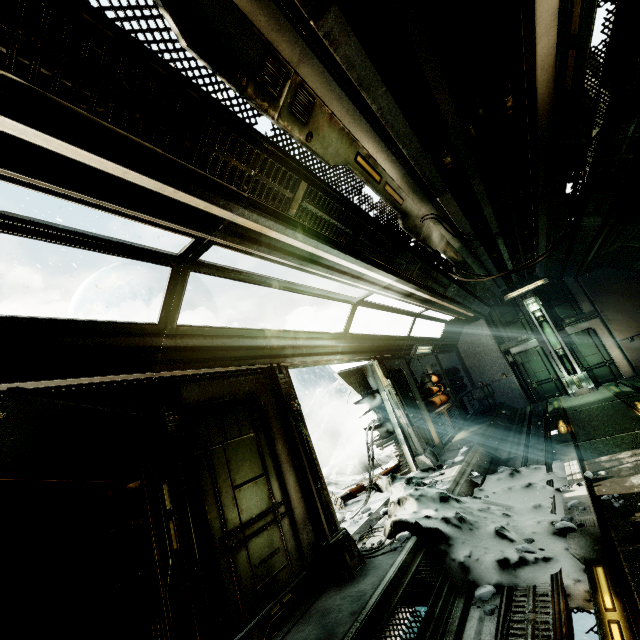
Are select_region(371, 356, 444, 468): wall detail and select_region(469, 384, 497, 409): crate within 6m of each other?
no

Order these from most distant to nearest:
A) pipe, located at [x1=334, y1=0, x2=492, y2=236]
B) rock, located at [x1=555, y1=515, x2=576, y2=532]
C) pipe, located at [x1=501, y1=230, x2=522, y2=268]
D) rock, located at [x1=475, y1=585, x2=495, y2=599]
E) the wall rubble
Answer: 1. pipe, located at [x1=501, y1=230, x2=522, y2=268]
2. the wall rubble
3. rock, located at [x1=555, y1=515, x2=576, y2=532]
4. rock, located at [x1=475, y1=585, x2=495, y2=599]
5. pipe, located at [x1=334, y1=0, x2=492, y2=236]

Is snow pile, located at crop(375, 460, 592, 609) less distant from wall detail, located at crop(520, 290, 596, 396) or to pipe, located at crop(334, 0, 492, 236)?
pipe, located at crop(334, 0, 492, 236)

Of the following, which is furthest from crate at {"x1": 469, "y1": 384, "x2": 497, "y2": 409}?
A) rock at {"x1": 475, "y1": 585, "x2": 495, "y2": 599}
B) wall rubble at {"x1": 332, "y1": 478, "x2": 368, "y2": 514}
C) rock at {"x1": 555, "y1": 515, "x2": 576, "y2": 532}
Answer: rock at {"x1": 475, "y1": 585, "x2": 495, "y2": 599}

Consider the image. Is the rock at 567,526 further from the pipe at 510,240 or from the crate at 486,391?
the crate at 486,391

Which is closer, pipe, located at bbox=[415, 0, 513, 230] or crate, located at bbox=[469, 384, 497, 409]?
pipe, located at bbox=[415, 0, 513, 230]

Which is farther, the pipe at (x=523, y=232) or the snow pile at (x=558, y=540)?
the pipe at (x=523, y=232)

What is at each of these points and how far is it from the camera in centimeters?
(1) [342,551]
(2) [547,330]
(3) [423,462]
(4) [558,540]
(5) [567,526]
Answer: (1) wall detail, 382cm
(2) wall detail, 1274cm
(3) wall detail, 704cm
(4) snow pile, 378cm
(5) rock, 385cm
